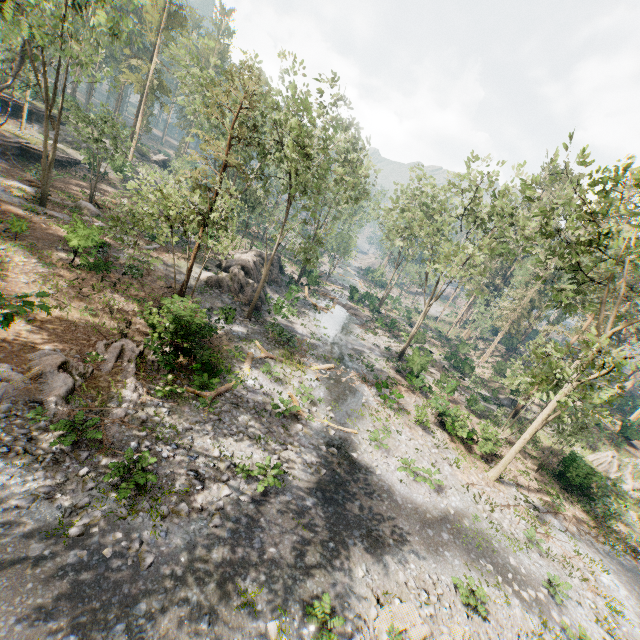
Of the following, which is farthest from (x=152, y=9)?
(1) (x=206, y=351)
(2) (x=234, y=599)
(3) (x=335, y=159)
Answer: (2) (x=234, y=599)

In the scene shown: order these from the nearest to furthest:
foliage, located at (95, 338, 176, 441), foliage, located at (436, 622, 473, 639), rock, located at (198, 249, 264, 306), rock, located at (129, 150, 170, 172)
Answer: foliage, located at (436, 622, 473, 639)
foliage, located at (95, 338, 176, 441)
rock, located at (198, 249, 264, 306)
rock, located at (129, 150, 170, 172)

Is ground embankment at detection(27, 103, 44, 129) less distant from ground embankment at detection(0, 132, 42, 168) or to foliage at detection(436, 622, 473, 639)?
foliage at detection(436, 622, 473, 639)

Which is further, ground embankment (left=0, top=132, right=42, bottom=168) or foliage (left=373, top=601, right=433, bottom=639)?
ground embankment (left=0, top=132, right=42, bottom=168)

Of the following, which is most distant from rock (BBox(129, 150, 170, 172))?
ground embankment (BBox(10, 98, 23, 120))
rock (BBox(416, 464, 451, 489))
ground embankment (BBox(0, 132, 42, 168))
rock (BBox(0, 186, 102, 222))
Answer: rock (BBox(416, 464, 451, 489))

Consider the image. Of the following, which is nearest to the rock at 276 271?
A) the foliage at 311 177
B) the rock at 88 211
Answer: the foliage at 311 177

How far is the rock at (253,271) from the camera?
27.47m

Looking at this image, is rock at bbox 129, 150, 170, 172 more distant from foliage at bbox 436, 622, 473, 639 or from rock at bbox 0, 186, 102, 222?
rock at bbox 0, 186, 102, 222
